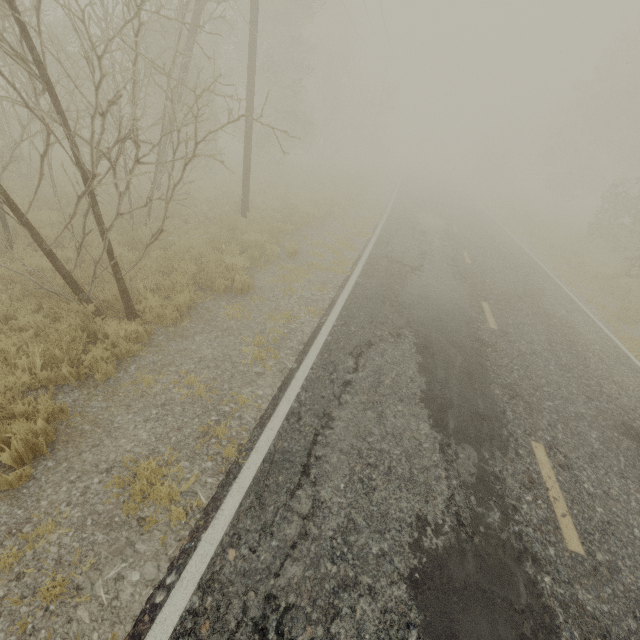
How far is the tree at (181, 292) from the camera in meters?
6.0 m

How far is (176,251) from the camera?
7.1 meters

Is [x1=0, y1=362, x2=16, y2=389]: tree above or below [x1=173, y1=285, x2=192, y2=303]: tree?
above

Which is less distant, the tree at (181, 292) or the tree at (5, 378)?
the tree at (5, 378)

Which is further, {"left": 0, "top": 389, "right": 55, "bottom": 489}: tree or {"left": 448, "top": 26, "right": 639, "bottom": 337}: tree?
{"left": 448, "top": 26, "right": 639, "bottom": 337}: tree

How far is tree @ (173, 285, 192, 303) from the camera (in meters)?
5.97
